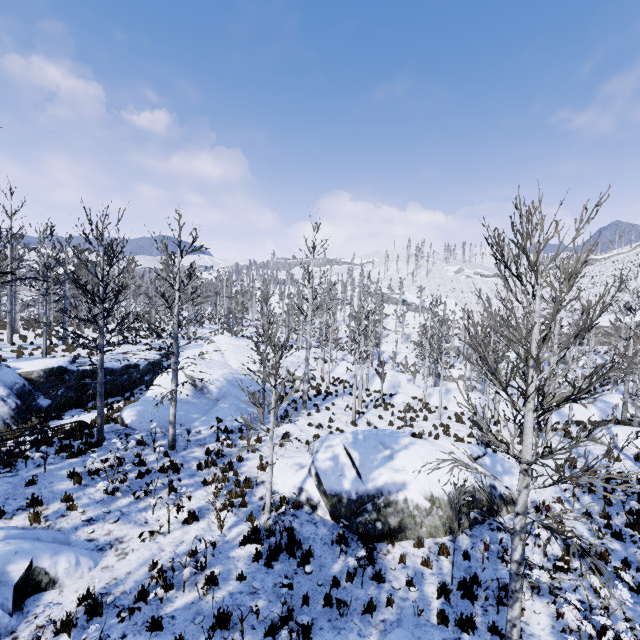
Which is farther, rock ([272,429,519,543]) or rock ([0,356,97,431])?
rock ([0,356,97,431])

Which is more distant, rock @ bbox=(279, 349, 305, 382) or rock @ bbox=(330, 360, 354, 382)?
rock @ bbox=(330, 360, 354, 382)

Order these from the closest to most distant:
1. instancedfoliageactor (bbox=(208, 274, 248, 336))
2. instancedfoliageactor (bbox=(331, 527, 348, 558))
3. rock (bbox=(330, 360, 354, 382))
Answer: instancedfoliageactor (bbox=(331, 527, 348, 558))
rock (bbox=(330, 360, 354, 382))
instancedfoliageactor (bbox=(208, 274, 248, 336))

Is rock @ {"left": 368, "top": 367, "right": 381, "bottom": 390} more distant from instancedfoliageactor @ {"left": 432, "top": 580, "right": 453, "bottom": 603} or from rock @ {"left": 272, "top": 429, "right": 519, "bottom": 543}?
rock @ {"left": 272, "top": 429, "right": 519, "bottom": 543}

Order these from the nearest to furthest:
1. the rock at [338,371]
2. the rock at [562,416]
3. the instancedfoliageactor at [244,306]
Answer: the rock at [562,416], the rock at [338,371], the instancedfoliageactor at [244,306]

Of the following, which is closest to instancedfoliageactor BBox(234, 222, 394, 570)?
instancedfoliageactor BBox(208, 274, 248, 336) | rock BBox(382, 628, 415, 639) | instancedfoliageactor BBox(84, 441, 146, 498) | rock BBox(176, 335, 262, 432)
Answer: rock BBox(176, 335, 262, 432)

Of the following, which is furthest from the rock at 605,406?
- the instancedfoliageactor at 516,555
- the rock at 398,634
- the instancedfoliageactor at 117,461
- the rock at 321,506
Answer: the rock at 398,634

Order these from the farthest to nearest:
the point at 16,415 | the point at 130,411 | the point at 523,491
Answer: the point at 130,411 < the point at 16,415 < the point at 523,491
